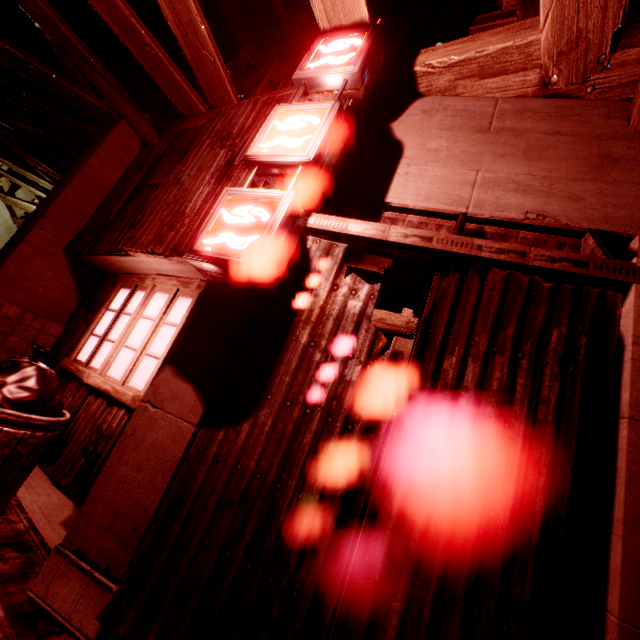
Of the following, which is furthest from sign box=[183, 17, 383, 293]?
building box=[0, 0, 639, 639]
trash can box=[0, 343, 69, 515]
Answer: trash can box=[0, 343, 69, 515]

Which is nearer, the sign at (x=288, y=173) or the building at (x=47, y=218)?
the building at (x=47, y=218)

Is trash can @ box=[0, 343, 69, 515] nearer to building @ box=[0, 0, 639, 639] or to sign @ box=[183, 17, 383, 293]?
building @ box=[0, 0, 639, 639]

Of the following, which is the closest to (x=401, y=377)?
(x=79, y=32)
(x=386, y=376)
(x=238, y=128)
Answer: (x=386, y=376)

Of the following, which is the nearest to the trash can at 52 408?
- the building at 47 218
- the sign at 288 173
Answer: the building at 47 218

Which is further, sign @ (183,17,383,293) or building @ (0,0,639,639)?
sign @ (183,17,383,293)
